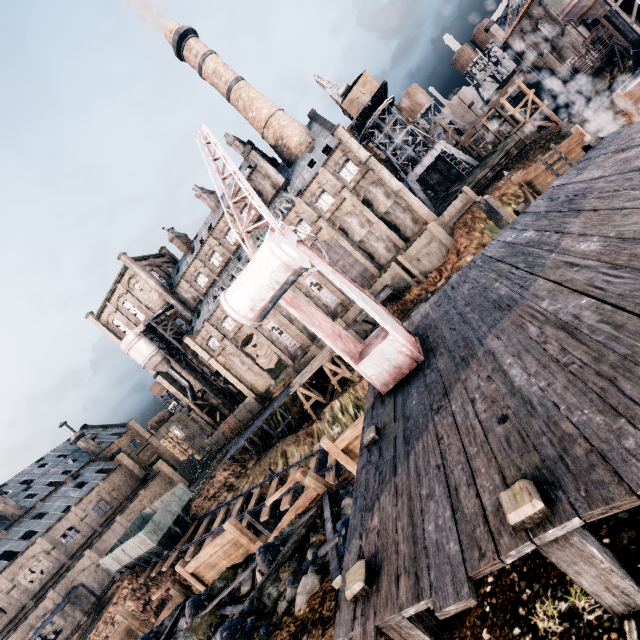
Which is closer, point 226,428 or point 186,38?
point 186,38

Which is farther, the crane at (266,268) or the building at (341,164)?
the building at (341,164)

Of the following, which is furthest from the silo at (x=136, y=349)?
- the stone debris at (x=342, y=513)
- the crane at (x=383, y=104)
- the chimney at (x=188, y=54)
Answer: the crane at (x=383, y=104)

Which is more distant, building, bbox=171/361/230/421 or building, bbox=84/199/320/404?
building, bbox=171/361/230/421

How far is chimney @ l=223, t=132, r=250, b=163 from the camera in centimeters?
4647cm

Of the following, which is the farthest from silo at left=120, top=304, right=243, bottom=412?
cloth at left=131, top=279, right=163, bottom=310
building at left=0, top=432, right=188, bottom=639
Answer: building at left=0, top=432, right=188, bottom=639

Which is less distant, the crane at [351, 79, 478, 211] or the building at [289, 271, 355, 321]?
the building at [289, 271, 355, 321]

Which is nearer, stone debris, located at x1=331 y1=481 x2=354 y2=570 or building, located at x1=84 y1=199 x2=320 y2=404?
stone debris, located at x1=331 y1=481 x2=354 y2=570
